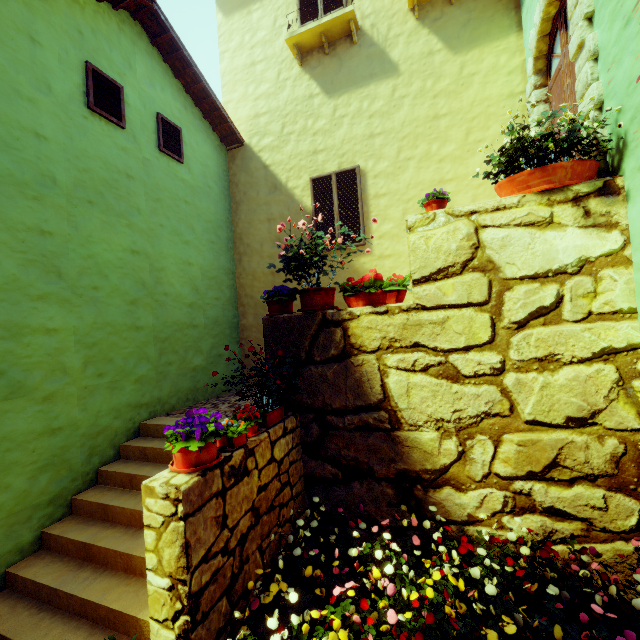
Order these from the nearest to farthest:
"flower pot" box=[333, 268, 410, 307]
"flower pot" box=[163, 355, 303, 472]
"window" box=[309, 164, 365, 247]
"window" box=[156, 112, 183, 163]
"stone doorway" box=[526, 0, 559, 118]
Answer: "flower pot" box=[163, 355, 303, 472] → "flower pot" box=[333, 268, 410, 307] → "stone doorway" box=[526, 0, 559, 118] → "window" box=[156, 112, 183, 163] → "window" box=[309, 164, 365, 247]

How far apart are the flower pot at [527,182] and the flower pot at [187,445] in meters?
3.5 m

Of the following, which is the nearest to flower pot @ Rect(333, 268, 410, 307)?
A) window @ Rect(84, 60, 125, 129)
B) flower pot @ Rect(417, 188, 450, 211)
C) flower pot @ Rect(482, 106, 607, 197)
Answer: flower pot @ Rect(417, 188, 450, 211)

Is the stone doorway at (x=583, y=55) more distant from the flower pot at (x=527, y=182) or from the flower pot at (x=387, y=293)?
the flower pot at (x=387, y=293)

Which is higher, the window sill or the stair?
the window sill

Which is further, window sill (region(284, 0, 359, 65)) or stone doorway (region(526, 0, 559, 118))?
window sill (region(284, 0, 359, 65))

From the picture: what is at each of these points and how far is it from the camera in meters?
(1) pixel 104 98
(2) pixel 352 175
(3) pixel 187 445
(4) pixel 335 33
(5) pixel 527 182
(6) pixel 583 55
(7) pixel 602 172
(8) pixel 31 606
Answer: (1) window, 4.9 m
(2) window, 6.7 m
(3) flower pot, 2.5 m
(4) window sill, 6.7 m
(5) flower pot, 3.2 m
(6) stone doorway, 3.4 m
(7) stone doorway, 3.2 m
(8) stair, 3.2 m

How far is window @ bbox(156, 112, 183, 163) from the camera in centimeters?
587cm
